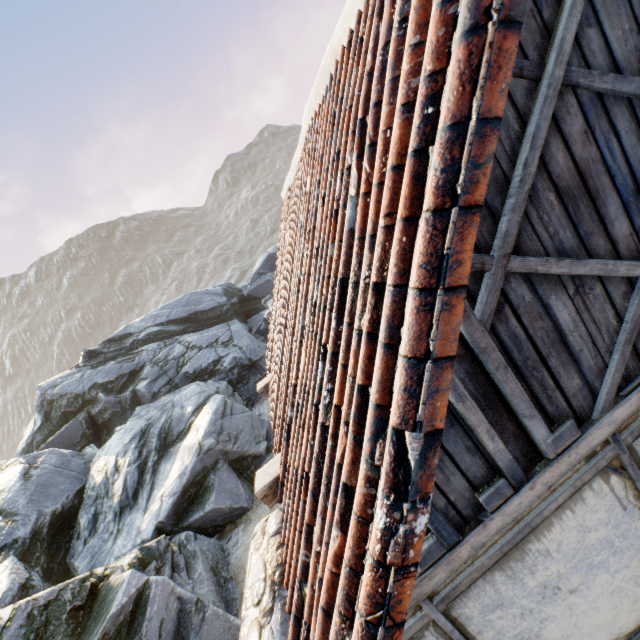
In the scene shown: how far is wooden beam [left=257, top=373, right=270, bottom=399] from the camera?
6.3m

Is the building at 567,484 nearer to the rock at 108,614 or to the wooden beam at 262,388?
the wooden beam at 262,388

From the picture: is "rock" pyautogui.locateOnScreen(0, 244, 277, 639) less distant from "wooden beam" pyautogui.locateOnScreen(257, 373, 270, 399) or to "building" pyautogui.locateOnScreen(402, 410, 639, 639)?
"building" pyautogui.locateOnScreen(402, 410, 639, 639)

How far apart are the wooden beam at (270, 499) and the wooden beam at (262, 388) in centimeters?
255cm

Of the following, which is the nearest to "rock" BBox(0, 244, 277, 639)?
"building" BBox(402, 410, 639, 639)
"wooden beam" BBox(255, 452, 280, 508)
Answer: "building" BBox(402, 410, 639, 639)

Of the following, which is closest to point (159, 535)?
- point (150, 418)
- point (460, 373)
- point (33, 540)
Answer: point (33, 540)

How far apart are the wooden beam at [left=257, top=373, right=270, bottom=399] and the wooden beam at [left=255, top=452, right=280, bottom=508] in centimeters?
255cm

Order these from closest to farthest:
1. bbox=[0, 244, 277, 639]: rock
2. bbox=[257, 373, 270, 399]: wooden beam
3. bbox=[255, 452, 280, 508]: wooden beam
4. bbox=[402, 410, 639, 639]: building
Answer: bbox=[402, 410, 639, 639]: building < bbox=[255, 452, 280, 508]: wooden beam < bbox=[0, 244, 277, 639]: rock < bbox=[257, 373, 270, 399]: wooden beam
